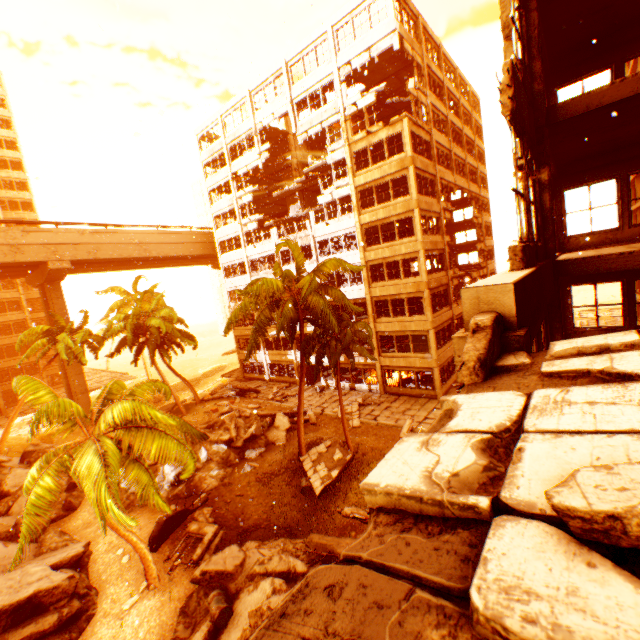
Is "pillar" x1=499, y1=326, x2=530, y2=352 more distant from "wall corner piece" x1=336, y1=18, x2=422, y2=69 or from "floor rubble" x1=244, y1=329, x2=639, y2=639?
"wall corner piece" x1=336, y1=18, x2=422, y2=69

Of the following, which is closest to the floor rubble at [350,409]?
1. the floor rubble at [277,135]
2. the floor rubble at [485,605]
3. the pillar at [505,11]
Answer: the floor rubble at [277,135]

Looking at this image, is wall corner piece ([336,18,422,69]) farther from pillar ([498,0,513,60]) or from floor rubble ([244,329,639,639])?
floor rubble ([244,329,639,639])

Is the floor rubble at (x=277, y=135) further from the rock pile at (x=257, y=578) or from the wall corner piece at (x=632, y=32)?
the rock pile at (x=257, y=578)

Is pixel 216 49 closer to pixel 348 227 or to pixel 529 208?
pixel 348 227

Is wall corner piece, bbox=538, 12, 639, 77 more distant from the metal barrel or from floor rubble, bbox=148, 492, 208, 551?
the metal barrel

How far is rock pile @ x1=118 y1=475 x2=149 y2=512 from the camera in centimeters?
1666cm
